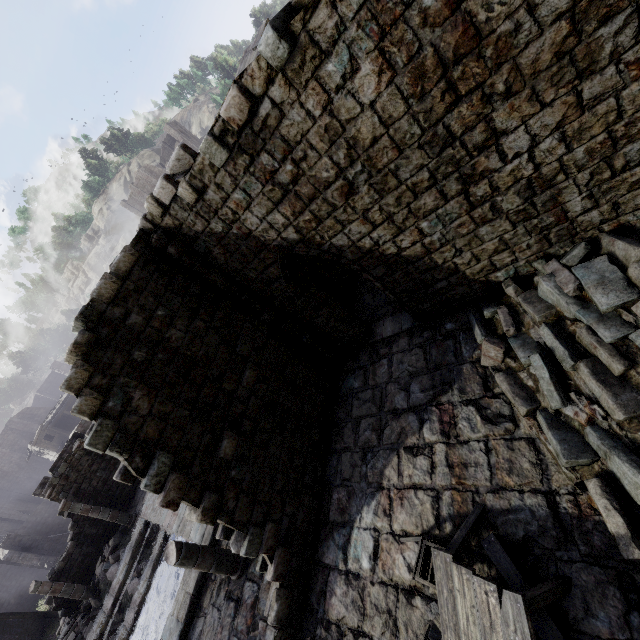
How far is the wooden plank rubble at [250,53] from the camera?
11.12m

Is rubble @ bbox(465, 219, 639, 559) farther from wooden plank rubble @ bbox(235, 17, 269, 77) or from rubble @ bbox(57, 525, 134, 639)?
rubble @ bbox(57, 525, 134, 639)

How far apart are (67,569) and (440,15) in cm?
2831

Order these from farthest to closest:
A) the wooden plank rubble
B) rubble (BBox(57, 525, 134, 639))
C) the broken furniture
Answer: rubble (BBox(57, 525, 134, 639))
the wooden plank rubble
the broken furniture

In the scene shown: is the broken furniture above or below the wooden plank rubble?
below

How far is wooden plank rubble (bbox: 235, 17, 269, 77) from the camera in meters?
11.1

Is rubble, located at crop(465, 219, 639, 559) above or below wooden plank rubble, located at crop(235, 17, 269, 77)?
below

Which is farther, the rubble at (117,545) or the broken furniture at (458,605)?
the rubble at (117,545)
